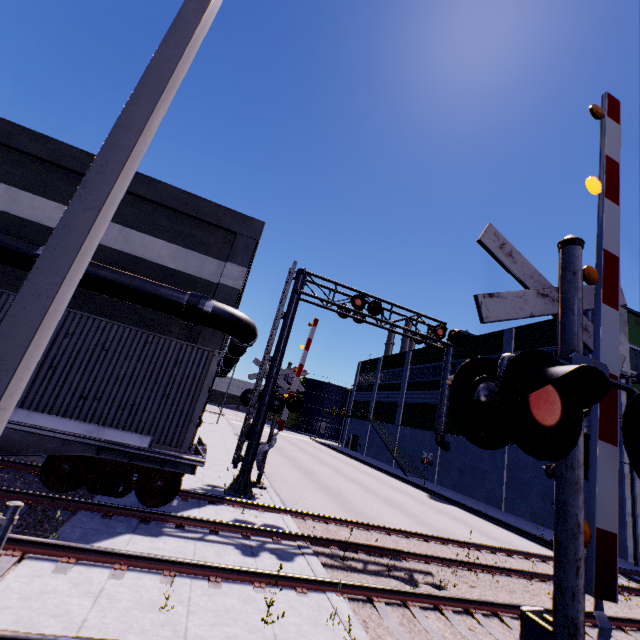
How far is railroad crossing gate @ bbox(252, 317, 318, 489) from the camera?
12.9m

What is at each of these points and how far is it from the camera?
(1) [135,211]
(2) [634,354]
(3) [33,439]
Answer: (1) building, 13.3m
(2) building, 21.4m
(3) flatcar, 6.9m

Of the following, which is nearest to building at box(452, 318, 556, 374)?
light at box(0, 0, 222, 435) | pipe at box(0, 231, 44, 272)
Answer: pipe at box(0, 231, 44, 272)

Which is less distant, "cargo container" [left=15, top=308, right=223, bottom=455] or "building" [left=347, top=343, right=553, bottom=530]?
"cargo container" [left=15, top=308, right=223, bottom=455]

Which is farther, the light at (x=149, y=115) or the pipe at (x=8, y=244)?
the pipe at (x=8, y=244)

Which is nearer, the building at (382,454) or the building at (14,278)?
the building at (14,278)

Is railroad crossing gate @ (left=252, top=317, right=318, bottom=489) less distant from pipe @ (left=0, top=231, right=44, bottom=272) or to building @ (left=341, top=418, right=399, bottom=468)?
pipe @ (left=0, top=231, right=44, bottom=272)

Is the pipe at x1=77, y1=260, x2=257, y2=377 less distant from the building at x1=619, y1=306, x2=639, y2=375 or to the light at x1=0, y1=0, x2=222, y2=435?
the building at x1=619, y1=306, x2=639, y2=375
